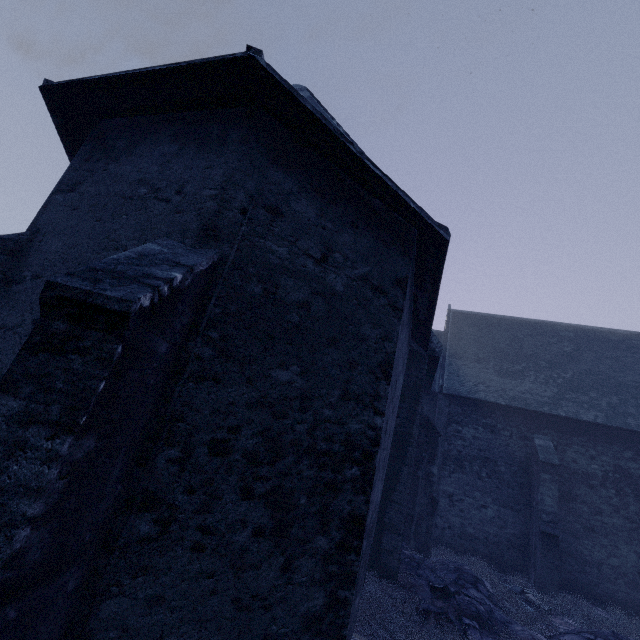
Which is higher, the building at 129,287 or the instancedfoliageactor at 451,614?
the building at 129,287

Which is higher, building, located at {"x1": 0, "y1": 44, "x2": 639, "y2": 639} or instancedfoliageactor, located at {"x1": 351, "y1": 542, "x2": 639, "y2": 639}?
building, located at {"x1": 0, "y1": 44, "x2": 639, "y2": 639}

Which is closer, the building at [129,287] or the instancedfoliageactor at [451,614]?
the building at [129,287]

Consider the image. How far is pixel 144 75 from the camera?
4.1 meters

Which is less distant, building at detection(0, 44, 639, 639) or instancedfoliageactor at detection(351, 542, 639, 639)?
building at detection(0, 44, 639, 639)
